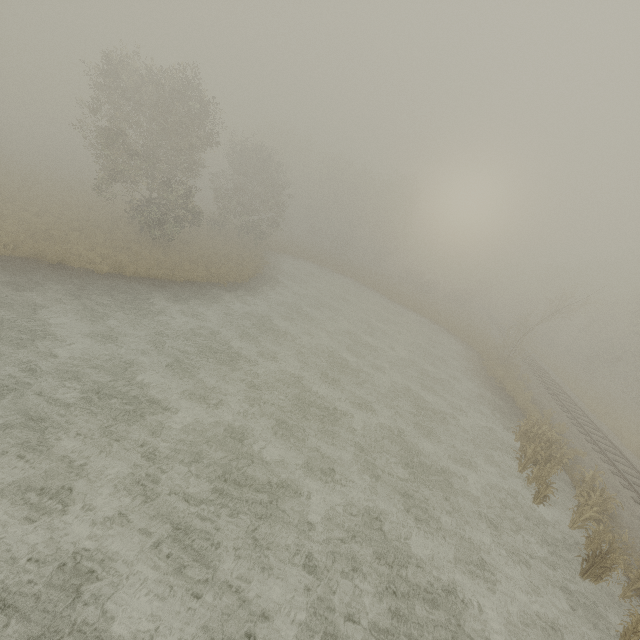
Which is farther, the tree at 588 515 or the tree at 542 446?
the tree at 542 446

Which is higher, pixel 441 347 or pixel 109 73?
pixel 109 73

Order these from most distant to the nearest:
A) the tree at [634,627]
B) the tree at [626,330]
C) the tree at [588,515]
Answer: the tree at [626,330] → the tree at [588,515] → the tree at [634,627]

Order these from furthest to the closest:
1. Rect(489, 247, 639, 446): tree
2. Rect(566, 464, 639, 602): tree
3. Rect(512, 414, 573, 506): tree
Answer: Rect(489, 247, 639, 446): tree, Rect(512, 414, 573, 506): tree, Rect(566, 464, 639, 602): tree

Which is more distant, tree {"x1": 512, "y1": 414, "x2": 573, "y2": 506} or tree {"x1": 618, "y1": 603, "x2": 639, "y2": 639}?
tree {"x1": 512, "y1": 414, "x2": 573, "y2": 506}

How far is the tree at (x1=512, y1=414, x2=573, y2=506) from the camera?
12.73m

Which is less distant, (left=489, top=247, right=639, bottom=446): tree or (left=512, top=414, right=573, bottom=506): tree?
(left=512, top=414, right=573, bottom=506): tree
